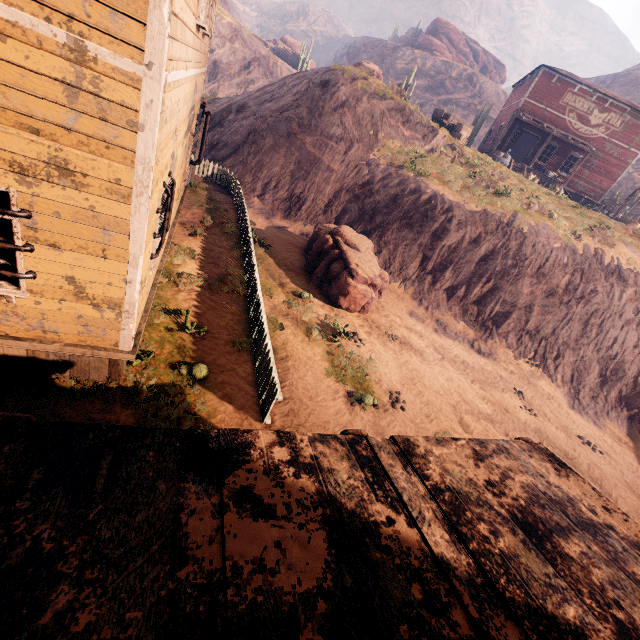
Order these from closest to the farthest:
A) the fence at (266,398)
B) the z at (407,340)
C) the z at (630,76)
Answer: the fence at (266,398) → the z at (407,340) → the z at (630,76)

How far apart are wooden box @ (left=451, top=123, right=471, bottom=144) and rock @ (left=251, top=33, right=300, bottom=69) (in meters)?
42.17

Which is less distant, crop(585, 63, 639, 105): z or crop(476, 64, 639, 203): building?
crop(476, 64, 639, 203): building

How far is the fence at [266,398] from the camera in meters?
6.5

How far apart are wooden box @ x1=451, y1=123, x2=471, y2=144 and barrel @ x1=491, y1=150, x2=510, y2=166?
2.35m

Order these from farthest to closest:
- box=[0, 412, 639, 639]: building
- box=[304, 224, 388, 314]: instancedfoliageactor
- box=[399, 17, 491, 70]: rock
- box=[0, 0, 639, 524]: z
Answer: box=[399, 17, 491, 70]: rock → box=[304, 224, 388, 314]: instancedfoliageactor → box=[0, 0, 639, 524]: z → box=[0, 412, 639, 639]: building

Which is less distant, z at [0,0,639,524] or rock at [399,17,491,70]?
z at [0,0,639,524]

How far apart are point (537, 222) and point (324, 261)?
11.7m
